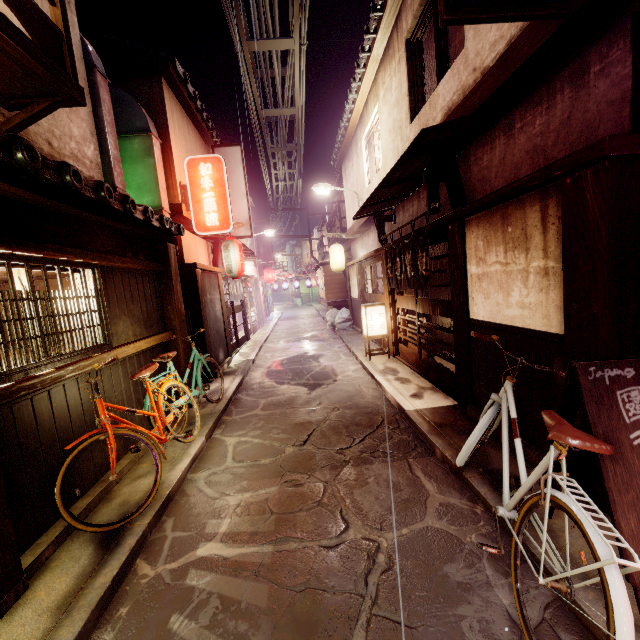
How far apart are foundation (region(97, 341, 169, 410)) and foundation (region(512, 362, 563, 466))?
8.6m

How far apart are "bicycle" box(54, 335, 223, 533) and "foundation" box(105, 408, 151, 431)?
0.1 meters

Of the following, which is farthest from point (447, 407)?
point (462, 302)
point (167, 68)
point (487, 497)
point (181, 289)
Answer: point (167, 68)

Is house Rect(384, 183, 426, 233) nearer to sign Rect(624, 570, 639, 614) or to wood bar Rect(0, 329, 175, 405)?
sign Rect(624, 570, 639, 614)

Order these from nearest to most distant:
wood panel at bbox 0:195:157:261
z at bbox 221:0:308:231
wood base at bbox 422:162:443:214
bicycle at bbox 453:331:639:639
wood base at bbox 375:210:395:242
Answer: bicycle at bbox 453:331:639:639
wood panel at bbox 0:195:157:261
wood base at bbox 422:162:443:214
z at bbox 221:0:308:231
wood base at bbox 375:210:395:242

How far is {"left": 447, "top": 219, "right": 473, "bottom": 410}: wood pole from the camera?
8.3m

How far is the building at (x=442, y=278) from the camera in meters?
15.7 m

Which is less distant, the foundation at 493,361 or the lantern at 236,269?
the foundation at 493,361
